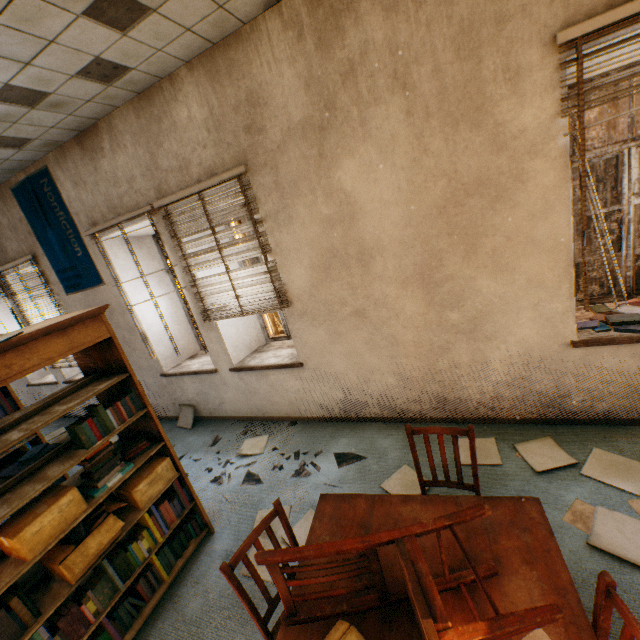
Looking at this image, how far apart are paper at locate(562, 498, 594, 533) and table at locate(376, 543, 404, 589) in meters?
1.0

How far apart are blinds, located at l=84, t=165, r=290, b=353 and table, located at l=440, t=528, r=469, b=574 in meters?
2.0

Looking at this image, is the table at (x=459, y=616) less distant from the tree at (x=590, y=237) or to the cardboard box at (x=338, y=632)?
the cardboard box at (x=338, y=632)

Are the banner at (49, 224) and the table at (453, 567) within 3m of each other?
no

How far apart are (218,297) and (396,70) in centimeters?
280cm

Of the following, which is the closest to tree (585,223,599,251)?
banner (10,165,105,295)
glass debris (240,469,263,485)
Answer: glass debris (240,469,263,485)

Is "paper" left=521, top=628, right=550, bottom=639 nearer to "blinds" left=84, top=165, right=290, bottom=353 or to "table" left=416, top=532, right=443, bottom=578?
"table" left=416, top=532, right=443, bottom=578

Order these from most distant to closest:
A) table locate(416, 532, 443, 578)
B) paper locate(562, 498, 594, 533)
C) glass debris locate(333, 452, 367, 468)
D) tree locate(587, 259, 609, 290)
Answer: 1. tree locate(587, 259, 609, 290)
2. glass debris locate(333, 452, 367, 468)
3. paper locate(562, 498, 594, 533)
4. table locate(416, 532, 443, 578)
